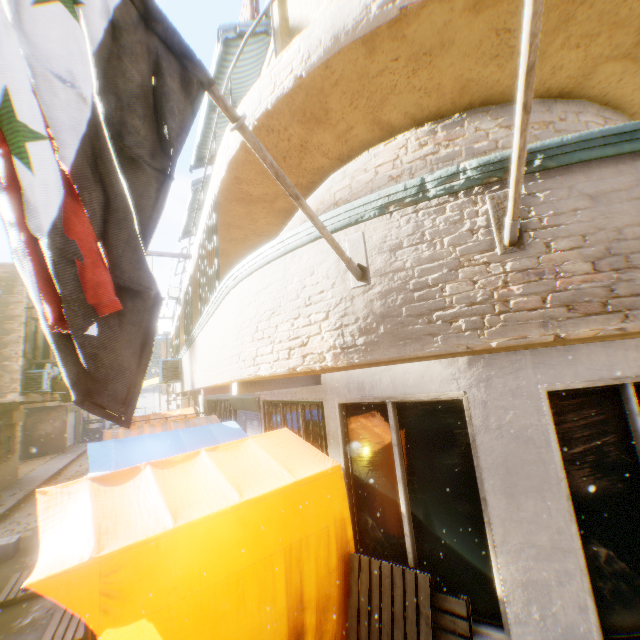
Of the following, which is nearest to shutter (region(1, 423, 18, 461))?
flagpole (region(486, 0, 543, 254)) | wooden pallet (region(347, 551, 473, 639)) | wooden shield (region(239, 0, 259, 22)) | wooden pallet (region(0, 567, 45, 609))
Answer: wooden pallet (region(0, 567, 45, 609))

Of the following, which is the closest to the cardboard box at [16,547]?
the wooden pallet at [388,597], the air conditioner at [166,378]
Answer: the air conditioner at [166,378]

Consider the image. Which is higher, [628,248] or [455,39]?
[455,39]

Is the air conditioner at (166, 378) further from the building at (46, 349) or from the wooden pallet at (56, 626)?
the wooden pallet at (56, 626)

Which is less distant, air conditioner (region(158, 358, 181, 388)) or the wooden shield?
the wooden shield

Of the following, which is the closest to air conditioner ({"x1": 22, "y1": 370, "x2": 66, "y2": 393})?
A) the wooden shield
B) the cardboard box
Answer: the cardboard box

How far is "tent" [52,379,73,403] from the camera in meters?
14.5

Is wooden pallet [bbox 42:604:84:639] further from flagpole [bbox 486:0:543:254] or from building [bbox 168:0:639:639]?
flagpole [bbox 486:0:543:254]
